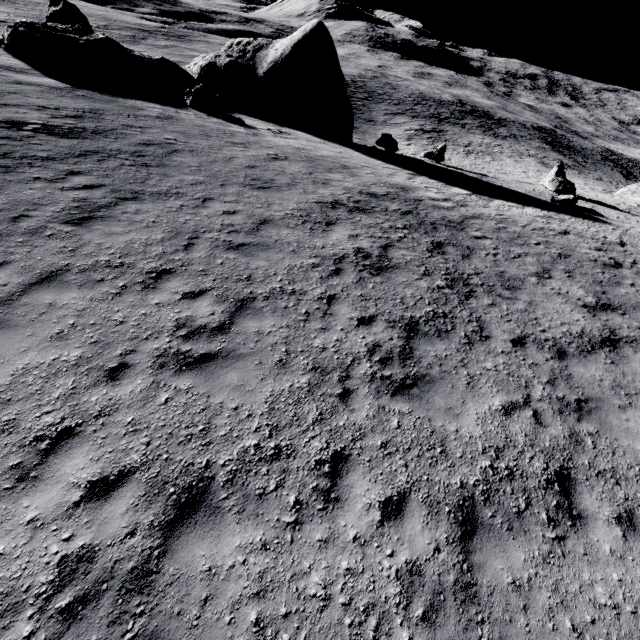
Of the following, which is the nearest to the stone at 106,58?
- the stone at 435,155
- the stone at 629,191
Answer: the stone at 435,155

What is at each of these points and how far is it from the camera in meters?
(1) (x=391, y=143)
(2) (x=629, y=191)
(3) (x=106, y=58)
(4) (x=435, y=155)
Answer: (1) stone, 23.6 m
(2) stone, 34.6 m
(3) stone, 19.5 m
(4) stone, 25.1 m

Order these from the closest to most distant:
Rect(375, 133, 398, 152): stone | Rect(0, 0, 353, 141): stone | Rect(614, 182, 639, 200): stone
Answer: Rect(0, 0, 353, 141): stone, Rect(375, 133, 398, 152): stone, Rect(614, 182, 639, 200): stone

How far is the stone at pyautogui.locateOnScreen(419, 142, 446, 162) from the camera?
24.80m

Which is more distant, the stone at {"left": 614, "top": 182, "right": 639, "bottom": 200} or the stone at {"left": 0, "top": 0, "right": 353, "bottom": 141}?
the stone at {"left": 614, "top": 182, "right": 639, "bottom": 200}

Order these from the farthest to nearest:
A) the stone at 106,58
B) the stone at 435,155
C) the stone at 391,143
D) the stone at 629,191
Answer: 1. the stone at 629,191
2. the stone at 435,155
3. the stone at 391,143
4. the stone at 106,58

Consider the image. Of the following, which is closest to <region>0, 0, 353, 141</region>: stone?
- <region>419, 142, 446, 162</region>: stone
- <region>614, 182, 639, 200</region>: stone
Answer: <region>419, 142, 446, 162</region>: stone
